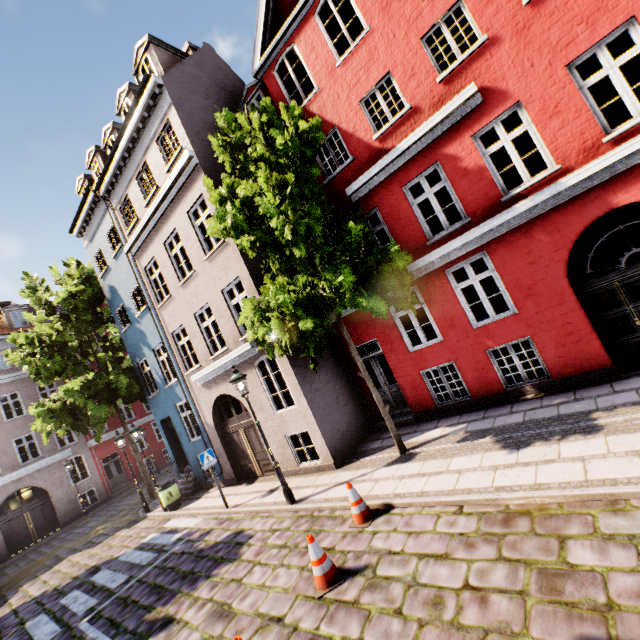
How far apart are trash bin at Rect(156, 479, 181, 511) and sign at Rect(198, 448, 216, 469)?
4.18m

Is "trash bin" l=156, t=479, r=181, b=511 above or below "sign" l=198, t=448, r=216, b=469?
below

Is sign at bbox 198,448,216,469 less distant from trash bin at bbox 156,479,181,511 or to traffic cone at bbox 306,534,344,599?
trash bin at bbox 156,479,181,511

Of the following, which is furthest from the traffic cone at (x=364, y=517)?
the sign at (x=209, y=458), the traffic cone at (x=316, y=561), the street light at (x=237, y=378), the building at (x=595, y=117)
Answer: the sign at (x=209, y=458)

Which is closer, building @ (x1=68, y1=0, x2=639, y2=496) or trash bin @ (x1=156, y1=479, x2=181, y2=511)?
building @ (x1=68, y1=0, x2=639, y2=496)

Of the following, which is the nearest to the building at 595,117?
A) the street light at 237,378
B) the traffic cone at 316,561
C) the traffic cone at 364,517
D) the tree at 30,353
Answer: the tree at 30,353

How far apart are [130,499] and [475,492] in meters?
22.1 m

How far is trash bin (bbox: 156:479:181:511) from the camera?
12.7m
